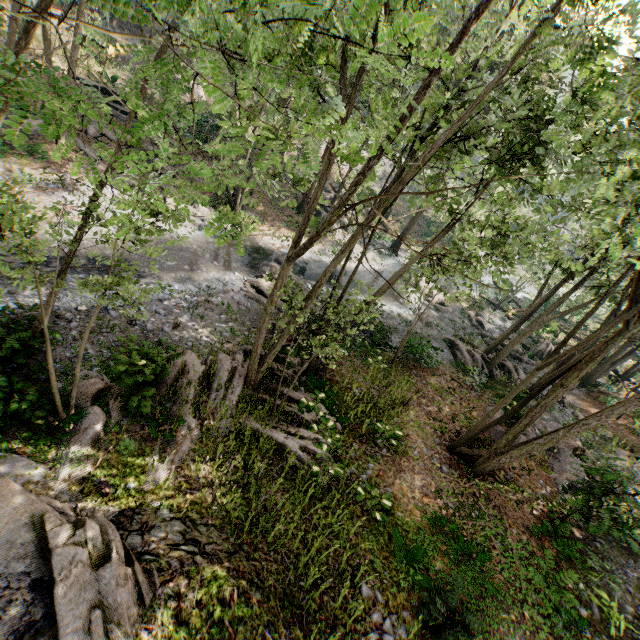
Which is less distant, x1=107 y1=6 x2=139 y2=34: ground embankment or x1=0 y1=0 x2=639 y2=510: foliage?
x1=0 y1=0 x2=639 y2=510: foliage

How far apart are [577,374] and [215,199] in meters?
23.4 m

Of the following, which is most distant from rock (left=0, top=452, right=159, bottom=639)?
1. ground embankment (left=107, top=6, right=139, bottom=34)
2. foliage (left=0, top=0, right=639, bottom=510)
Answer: ground embankment (left=107, top=6, right=139, bottom=34)

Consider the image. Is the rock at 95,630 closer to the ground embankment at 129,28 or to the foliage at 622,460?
the foliage at 622,460

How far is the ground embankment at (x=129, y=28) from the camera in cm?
3234

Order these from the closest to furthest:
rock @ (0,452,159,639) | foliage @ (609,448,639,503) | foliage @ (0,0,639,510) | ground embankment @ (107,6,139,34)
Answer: foliage @ (0,0,639,510) < rock @ (0,452,159,639) < foliage @ (609,448,639,503) < ground embankment @ (107,6,139,34)
